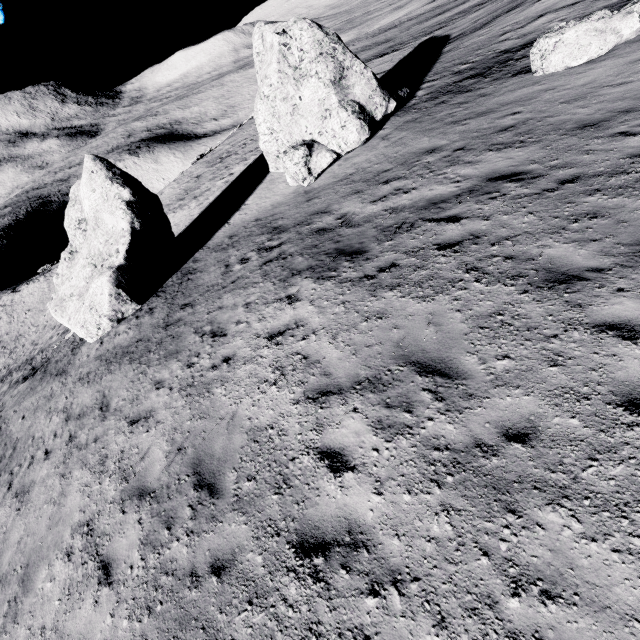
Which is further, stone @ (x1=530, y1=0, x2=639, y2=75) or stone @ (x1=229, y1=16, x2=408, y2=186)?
stone @ (x1=229, y1=16, x2=408, y2=186)

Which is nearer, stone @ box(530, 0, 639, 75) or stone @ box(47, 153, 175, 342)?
stone @ box(530, 0, 639, 75)

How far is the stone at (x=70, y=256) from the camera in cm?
1355

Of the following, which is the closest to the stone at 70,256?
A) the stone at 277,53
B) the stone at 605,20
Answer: the stone at 277,53

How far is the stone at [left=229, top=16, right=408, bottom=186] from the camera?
13.8 meters

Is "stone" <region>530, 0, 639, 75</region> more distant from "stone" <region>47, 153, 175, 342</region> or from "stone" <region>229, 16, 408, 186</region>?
"stone" <region>47, 153, 175, 342</region>

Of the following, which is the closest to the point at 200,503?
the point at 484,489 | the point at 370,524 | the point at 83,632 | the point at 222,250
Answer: the point at 83,632

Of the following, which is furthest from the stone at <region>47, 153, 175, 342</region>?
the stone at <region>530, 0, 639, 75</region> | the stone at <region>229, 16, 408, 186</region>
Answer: the stone at <region>530, 0, 639, 75</region>
